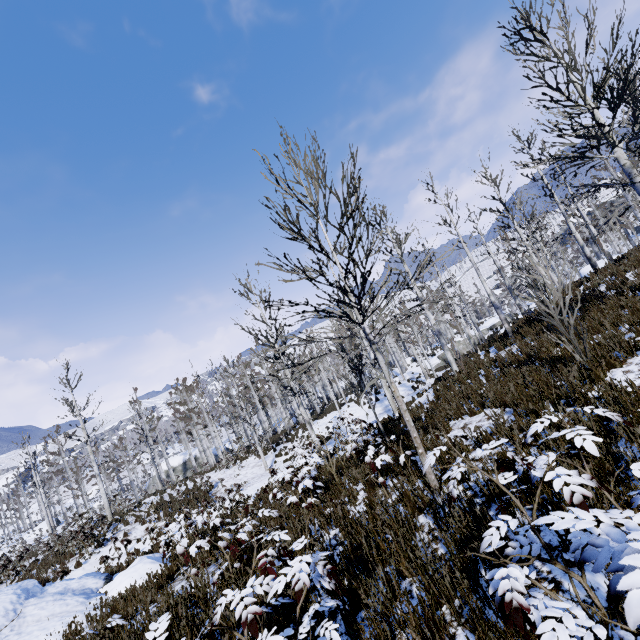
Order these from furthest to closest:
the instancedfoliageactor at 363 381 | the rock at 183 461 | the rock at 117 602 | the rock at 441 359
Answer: the rock at 183 461
the rock at 441 359
the rock at 117 602
the instancedfoliageactor at 363 381

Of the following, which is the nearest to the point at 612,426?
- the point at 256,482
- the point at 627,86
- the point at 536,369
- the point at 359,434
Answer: the point at 536,369

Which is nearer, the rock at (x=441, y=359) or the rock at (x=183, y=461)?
the rock at (x=441, y=359)

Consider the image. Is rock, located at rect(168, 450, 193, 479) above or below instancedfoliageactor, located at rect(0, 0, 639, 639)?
below

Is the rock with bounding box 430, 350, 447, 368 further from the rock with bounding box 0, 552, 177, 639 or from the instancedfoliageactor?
the rock with bounding box 0, 552, 177, 639

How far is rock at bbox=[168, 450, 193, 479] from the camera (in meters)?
41.38

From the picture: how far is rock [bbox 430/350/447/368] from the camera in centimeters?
3656cm
